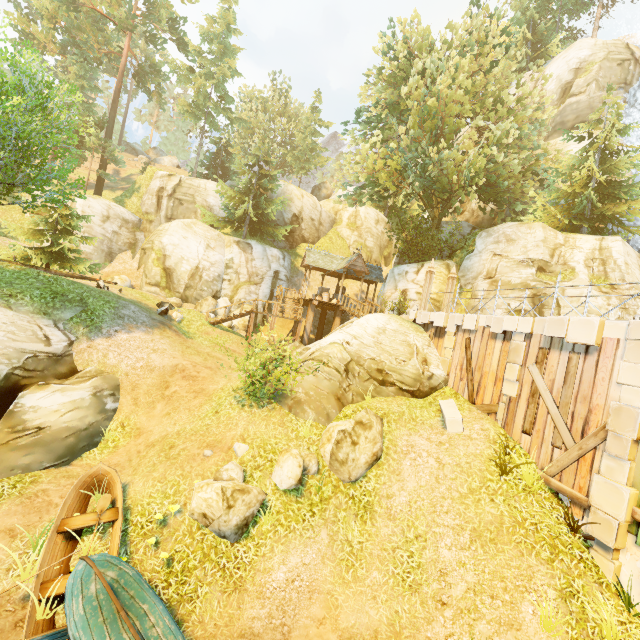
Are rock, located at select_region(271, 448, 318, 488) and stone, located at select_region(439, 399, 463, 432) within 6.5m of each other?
yes

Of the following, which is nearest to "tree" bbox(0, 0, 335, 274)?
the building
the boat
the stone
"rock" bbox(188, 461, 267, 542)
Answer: the building

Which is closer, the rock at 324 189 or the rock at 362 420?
the rock at 362 420

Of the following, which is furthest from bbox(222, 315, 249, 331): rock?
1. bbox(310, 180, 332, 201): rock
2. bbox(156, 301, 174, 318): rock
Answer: bbox(310, 180, 332, 201): rock

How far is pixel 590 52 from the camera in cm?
2677

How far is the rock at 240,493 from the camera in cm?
805

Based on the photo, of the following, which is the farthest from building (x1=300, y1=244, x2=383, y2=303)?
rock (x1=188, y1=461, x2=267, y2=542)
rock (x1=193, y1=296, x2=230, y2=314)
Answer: rock (x1=188, y1=461, x2=267, y2=542)

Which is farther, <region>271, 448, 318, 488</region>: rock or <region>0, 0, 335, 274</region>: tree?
<region>0, 0, 335, 274</region>: tree
